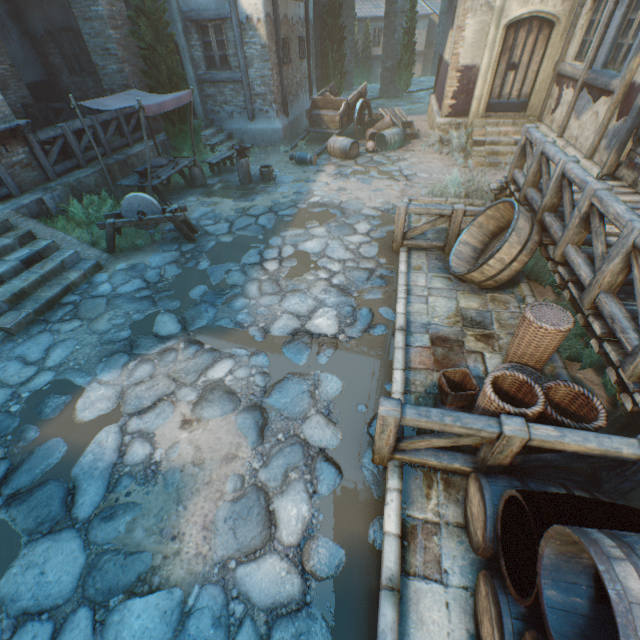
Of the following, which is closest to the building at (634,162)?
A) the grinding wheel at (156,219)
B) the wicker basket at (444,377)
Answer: the wicker basket at (444,377)

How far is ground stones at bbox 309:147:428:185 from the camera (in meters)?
9.68

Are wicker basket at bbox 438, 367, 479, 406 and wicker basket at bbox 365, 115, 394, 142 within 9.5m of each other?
no

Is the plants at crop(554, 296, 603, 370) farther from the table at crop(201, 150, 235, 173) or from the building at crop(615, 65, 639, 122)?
the table at crop(201, 150, 235, 173)

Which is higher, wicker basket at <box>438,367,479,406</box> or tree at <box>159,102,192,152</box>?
tree at <box>159,102,192,152</box>

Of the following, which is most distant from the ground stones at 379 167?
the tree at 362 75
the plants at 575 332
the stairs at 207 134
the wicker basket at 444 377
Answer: the tree at 362 75

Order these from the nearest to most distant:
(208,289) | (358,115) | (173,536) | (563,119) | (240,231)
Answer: (173,536) → (208,289) → (240,231) → (563,119) → (358,115)

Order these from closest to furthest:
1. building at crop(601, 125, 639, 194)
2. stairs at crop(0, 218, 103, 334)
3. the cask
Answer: the cask, stairs at crop(0, 218, 103, 334), building at crop(601, 125, 639, 194)
